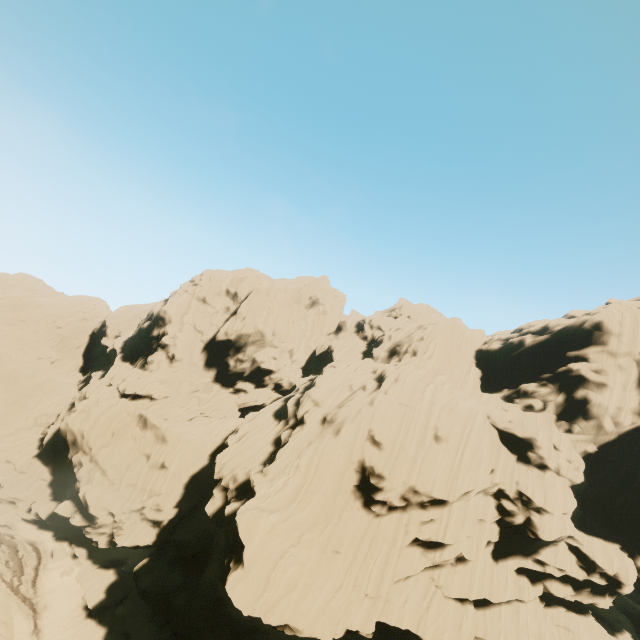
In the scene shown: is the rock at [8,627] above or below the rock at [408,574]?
below

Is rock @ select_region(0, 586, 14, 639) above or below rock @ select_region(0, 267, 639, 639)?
below

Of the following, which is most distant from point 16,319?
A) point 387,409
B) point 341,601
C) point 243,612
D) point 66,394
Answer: point 341,601

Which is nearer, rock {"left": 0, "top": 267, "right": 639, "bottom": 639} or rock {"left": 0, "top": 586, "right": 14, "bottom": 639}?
rock {"left": 0, "top": 586, "right": 14, "bottom": 639}

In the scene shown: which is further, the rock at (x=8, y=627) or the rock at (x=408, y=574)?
the rock at (x=408, y=574)
